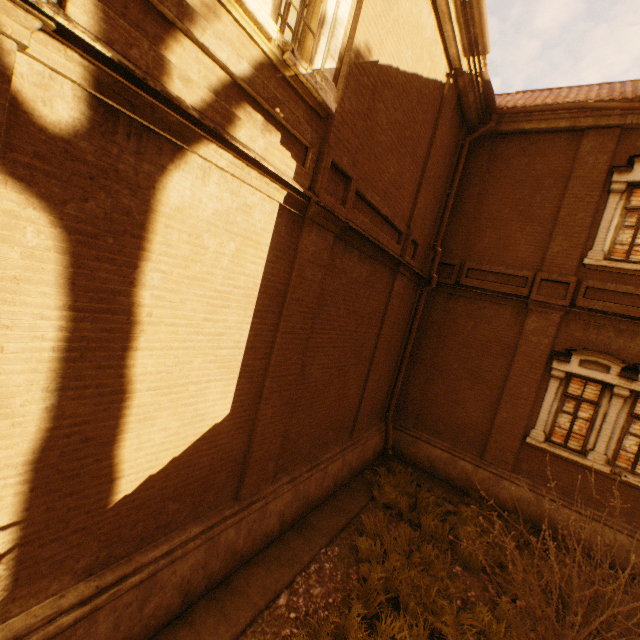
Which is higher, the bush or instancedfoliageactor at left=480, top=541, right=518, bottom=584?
the bush

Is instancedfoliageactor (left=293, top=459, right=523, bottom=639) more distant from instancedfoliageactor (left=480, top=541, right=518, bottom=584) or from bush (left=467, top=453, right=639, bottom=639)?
bush (left=467, top=453, right=639, bottom=639)

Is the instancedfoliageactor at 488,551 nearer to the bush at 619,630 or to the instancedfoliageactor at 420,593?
the instancedfoliageactor at 420,593

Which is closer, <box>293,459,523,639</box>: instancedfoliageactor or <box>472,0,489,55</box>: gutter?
<box>293,459,523,639</box>: instancedfoliageactor

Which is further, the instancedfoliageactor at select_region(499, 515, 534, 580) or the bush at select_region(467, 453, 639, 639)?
the instancedfoliageactor at select_region(499, 515, 534, 580)

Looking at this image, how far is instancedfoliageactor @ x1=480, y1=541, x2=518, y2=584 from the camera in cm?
638

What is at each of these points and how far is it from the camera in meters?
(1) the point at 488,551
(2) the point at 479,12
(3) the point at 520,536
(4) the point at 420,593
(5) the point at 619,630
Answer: (1) instancedfoliageactor, 6.9
(2) gutter, 6.4
(3) instancedfoliageactor, 7.4
(4) instancedfoliageactor, 5.5
(5) bush, 4.8
